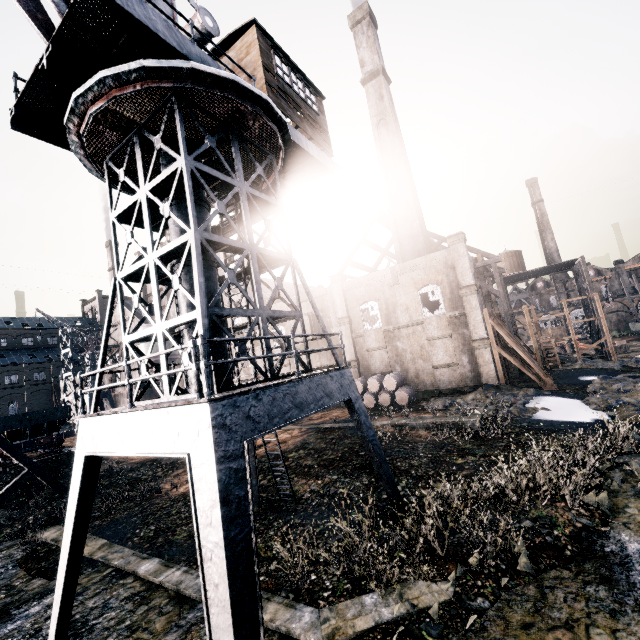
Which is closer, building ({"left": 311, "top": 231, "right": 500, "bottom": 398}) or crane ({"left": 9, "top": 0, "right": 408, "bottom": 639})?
crane ({"left": 9, "top": 0, "right": 408, "bottom": 639})

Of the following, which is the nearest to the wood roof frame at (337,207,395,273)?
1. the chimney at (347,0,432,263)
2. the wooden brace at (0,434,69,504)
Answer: the chimney at (347,0,432,263)

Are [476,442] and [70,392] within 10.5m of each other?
no

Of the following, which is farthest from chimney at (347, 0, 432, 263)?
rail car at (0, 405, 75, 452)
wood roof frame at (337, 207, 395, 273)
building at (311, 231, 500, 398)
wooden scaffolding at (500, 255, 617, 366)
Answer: rail car at (0, 405, 75, 452)

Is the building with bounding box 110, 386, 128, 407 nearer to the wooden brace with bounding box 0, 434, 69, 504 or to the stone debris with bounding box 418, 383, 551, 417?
the wooden brace with bounding box 0, 434, 69, 504

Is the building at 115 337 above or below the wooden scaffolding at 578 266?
above

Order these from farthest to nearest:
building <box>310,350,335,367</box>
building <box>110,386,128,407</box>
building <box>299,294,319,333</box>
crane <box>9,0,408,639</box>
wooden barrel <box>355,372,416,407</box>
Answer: building <box>110,386,128,407</box> < building <box>299,294,319,333</box> < building <box>310,350,335,367</box> < wooden barrel <box>355,372,416,407</box> < crane <box>9,0,408,639</box>

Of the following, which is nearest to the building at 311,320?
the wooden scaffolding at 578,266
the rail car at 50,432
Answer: the wooden scaffolding at 578,266
